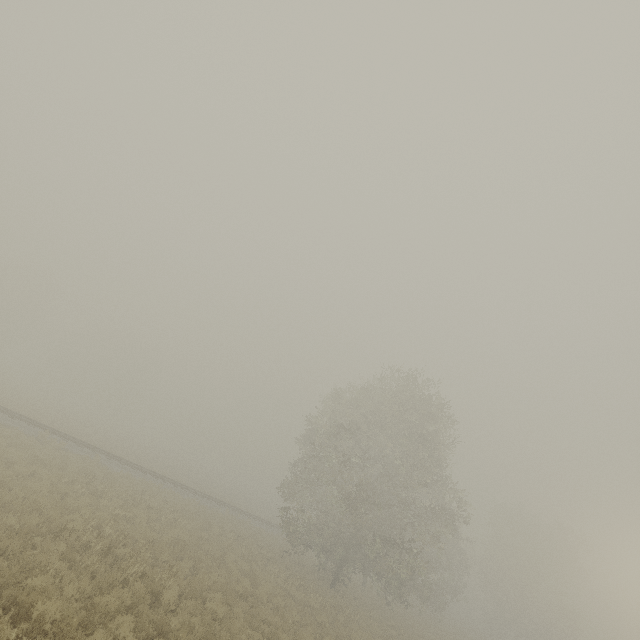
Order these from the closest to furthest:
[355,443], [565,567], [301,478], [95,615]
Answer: [95,615]
[355,443]
[301,478]
[565,567]
